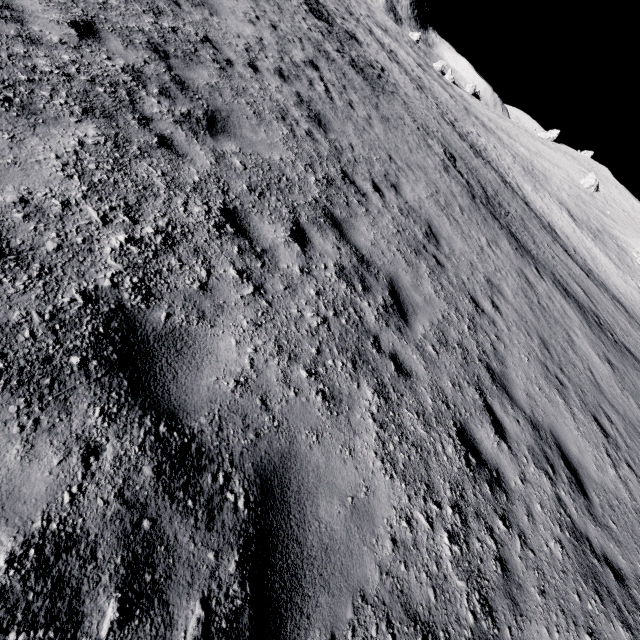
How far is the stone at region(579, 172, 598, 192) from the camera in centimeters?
5686cm

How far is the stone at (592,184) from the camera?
56.86m

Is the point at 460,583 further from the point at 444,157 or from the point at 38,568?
the point at 444,157
